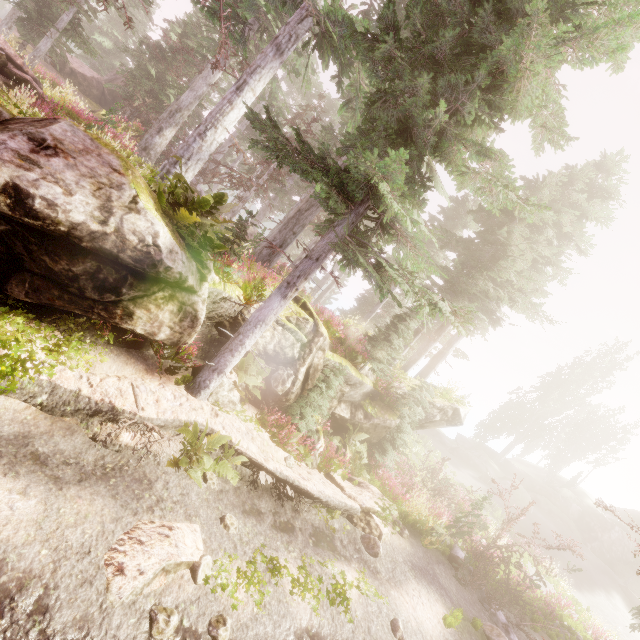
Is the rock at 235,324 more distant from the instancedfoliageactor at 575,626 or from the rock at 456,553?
the rock at 456,553

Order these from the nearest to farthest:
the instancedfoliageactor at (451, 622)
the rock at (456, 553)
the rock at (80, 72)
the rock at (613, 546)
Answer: the instancedfoliageactor at (451, 622)
the rock at (456, 553)
the rock at (613, 546)
the rock at (80, 72)

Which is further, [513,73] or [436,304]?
[436,304]

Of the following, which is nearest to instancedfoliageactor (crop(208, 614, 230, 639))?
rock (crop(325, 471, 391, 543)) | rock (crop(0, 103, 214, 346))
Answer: rock (crop(0, 103, 214, 346))

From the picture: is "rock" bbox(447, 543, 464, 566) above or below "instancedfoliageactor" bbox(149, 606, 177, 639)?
above

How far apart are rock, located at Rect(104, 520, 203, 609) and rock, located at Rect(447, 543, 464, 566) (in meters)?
10.87

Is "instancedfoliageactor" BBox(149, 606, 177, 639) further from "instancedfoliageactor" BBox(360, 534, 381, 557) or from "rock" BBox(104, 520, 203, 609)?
"instancedfoliageactor" BBox(360, 534, 381, 557)

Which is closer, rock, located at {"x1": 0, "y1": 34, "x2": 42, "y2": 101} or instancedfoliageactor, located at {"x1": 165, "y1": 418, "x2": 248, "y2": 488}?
instancedfoliageactor, located at {"x1": 165, "y1": 418, "x2": 248, "y2": 488}
